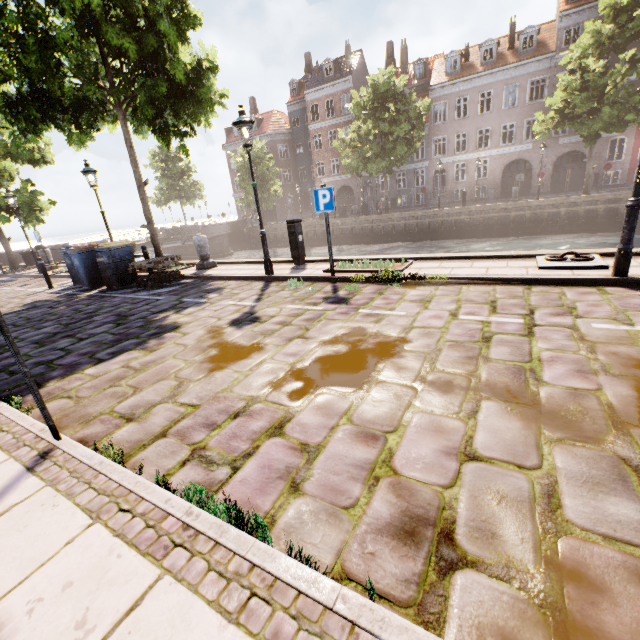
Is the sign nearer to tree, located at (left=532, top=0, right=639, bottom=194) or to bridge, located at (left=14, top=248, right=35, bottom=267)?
tree, located at (left=532, top=0, right=639, bottom=194)

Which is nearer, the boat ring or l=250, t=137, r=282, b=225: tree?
the boat ring

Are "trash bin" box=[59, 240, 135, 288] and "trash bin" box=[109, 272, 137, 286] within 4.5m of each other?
yes

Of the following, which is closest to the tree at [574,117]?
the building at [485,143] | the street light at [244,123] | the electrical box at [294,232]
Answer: the street light at [244,123]

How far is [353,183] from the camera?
38.2m

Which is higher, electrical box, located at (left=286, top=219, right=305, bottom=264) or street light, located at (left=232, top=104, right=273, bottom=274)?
street light, located at (left=232, top=104, right=273, bottom=274)

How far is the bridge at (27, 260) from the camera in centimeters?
1991cm

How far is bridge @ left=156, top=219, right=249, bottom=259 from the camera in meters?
30.3 m
